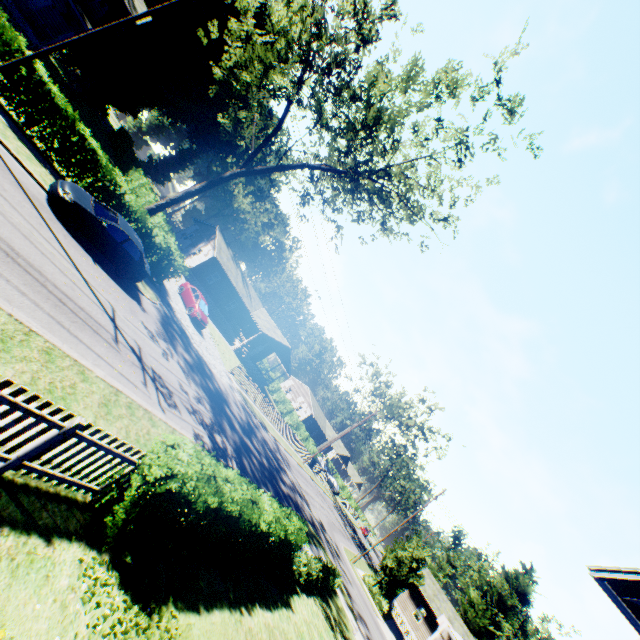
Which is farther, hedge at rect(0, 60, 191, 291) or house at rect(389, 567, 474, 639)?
hedge at rect(0, 60, 191, 291)

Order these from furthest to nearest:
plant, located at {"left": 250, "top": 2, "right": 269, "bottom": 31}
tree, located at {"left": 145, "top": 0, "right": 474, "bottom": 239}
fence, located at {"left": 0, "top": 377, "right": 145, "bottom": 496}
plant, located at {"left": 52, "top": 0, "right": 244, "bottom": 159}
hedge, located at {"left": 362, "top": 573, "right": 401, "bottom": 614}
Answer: plant, located at {"left": 250, "top": 2, "right": 269, "bottom": 31}, plant, located at {"left": 52, "top": 0, "right": 244, "bottom": 159}, hedge, located at {"left": 362, "top": 573, "right": 401, "bottom": 614}, tree, located at {"left": 145, "top": 0, "right": 474, "bottom": 239}, fence, located at {"left": 0, "top": 377, "right": 145, "bottom": 496}

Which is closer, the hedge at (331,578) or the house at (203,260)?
the hedge at (331,578)

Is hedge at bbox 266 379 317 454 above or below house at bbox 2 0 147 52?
below

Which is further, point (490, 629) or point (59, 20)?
point (490, 629)

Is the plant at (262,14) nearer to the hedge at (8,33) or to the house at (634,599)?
the house at (634,599)

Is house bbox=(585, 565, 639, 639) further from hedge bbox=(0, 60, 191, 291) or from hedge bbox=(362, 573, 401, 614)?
hedge bbox=(0, 60, 191, 291)

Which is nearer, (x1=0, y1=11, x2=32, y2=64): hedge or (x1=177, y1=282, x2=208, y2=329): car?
(x1=0, y1=11, x2=32, y2=64): hedge
